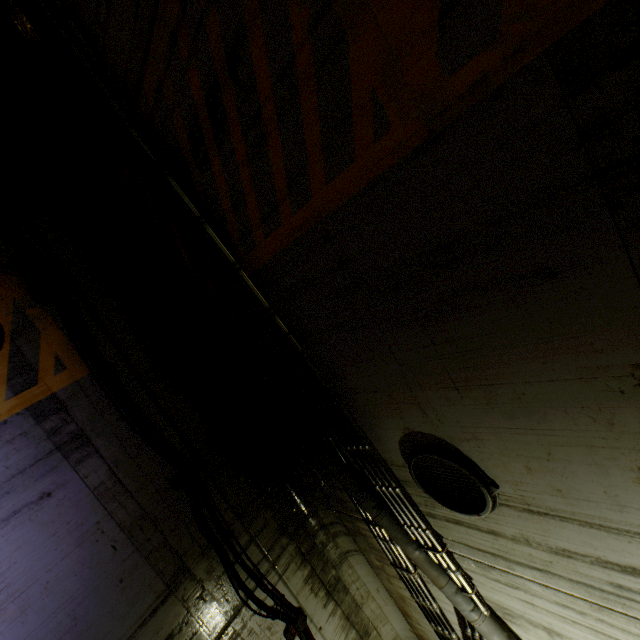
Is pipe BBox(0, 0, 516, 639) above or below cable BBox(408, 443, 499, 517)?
below

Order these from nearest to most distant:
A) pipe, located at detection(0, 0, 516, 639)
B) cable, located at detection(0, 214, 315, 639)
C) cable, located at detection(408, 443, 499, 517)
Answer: cable, located at detection(408, 443, 499, 517), pipe, located at detection(0, 0, 516, 639), cable, located at detection(0, 214, 315, 639)

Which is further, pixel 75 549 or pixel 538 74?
pixel 75 549

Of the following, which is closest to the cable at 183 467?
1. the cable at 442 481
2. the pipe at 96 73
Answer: the pipe at 96 73

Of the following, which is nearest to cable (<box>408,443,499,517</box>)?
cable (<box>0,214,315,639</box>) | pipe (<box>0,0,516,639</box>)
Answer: pipe (<box>0,0,516,639</box>)

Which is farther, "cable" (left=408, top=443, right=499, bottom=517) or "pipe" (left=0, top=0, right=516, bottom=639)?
→ "pipe" (left=0, top=0, right=516, bottom=639)

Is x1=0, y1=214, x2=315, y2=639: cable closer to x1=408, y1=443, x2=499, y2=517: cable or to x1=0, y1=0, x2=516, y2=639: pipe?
x1=0, y1=0, x2=516, y2=639: pipe

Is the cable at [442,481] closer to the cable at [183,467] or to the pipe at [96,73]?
the pipe at [96,73]
